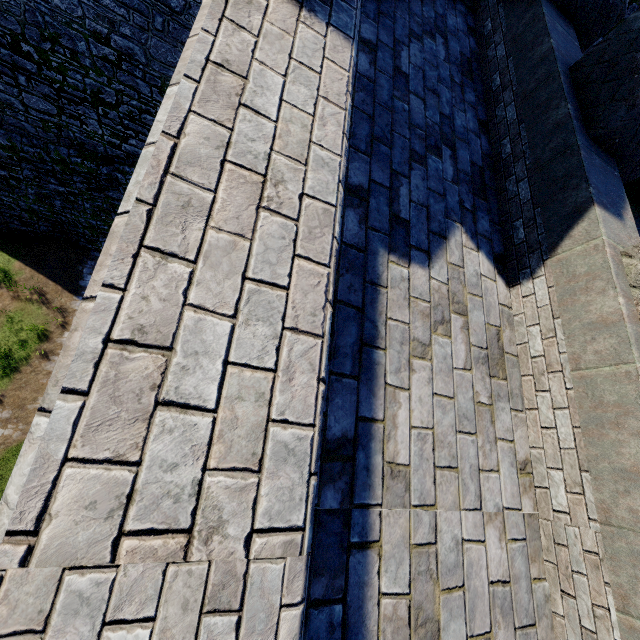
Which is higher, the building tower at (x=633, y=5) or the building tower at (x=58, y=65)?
the building tower at (x=633, y=5)

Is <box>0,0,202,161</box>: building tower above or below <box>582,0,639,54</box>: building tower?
below

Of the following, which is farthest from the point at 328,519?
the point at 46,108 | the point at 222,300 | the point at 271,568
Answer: the point at 46,108

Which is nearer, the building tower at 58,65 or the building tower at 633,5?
the building tower at 633,5

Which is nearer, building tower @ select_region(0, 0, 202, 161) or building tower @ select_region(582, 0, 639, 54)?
building tower @ select_region(582, 0, 639, 54)
